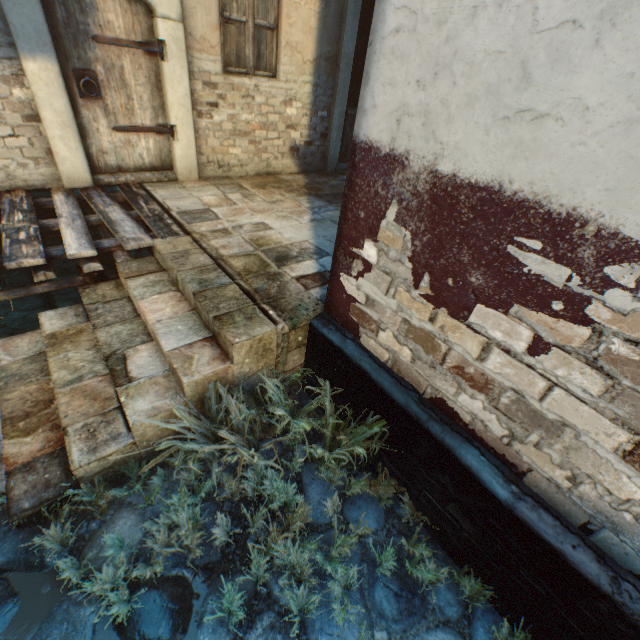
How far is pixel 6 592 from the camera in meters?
1.9 m

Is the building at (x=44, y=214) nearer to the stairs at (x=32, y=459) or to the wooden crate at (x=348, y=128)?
the stairs at (x=32, y=459)

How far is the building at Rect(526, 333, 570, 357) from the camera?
1.5 meters

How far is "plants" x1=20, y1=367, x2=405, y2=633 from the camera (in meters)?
1.98

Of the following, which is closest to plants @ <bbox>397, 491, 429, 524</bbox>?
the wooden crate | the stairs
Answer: the stairs

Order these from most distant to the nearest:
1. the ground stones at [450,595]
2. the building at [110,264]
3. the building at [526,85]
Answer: the building at [110,264] → the ground stones at [450,595] → the building at [526,85]

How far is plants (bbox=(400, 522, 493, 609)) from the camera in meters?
2.1 m

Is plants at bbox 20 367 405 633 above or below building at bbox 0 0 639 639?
below
